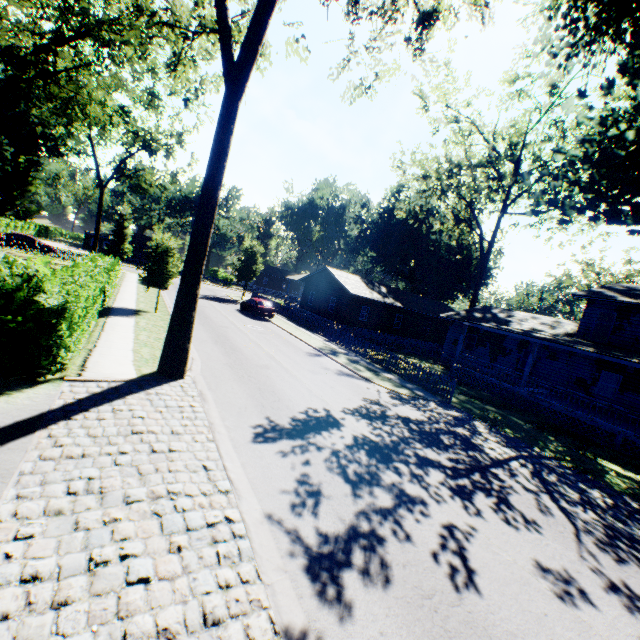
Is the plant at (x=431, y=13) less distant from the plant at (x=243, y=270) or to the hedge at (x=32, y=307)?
the hedge at (x=32, y=307)

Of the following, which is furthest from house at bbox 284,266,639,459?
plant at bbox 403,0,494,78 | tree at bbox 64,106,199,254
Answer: tree at bbox 64,106,199,254

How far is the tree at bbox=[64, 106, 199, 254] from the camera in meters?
Answer: 33.0

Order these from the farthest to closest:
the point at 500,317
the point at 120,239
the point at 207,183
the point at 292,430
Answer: the point at 120,239 < the point at 500,317 < the point at 207,183 < the point at 292,430

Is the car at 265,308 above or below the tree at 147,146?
below

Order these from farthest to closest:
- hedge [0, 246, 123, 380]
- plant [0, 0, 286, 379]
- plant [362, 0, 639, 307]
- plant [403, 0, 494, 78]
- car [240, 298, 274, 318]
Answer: car [240, 298, 274, 318]
plant [362, 0, 639, 307]
plant [0, 0, 286, 379]
plant [403, 0, 494, 78]
hedge [0, 246, 123, 380]

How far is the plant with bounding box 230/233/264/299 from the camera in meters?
40.1 m

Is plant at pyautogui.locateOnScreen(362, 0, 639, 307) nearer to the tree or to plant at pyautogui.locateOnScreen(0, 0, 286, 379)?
plant at pyautogui.locateOnScreen(0, 0, 286, 379)
